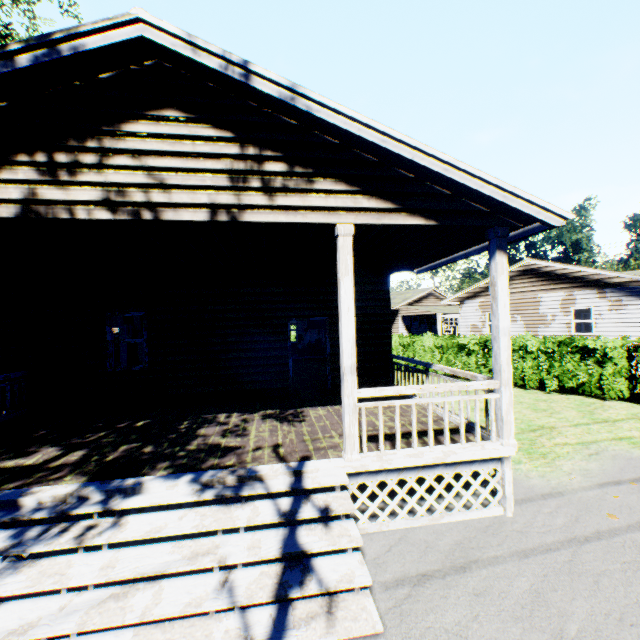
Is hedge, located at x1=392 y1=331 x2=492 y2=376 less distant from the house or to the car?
the house

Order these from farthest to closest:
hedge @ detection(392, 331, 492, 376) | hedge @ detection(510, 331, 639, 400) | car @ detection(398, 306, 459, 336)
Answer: car @ detection(398, 306, 459, 336) < hedge @ detection(392, 331, 492, 376) < hedge @ detection(510, 331, 639, 400)

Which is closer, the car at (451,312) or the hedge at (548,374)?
the hedge at (548,374)

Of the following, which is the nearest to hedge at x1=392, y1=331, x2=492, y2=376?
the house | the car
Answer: the house

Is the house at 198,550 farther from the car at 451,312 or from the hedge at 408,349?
the car at 451,312

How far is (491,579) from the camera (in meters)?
3.76
